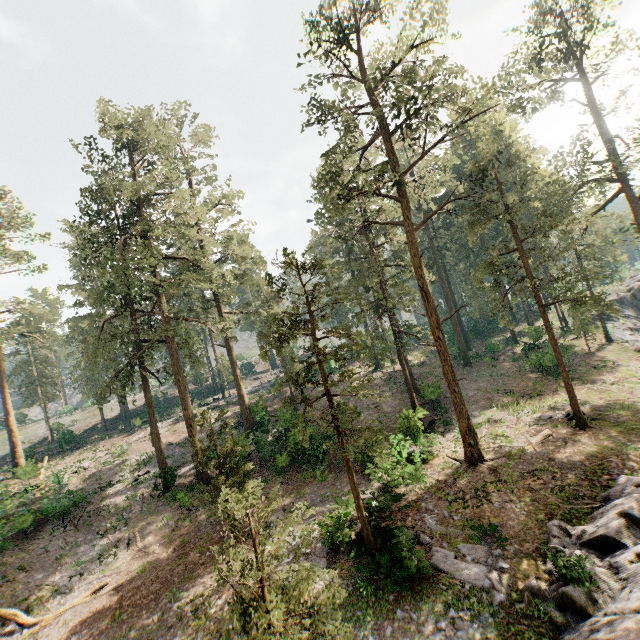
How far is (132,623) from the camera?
13.87m

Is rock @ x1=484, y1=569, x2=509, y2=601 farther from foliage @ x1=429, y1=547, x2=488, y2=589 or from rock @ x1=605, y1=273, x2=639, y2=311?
rock @ x1=605, y1=273, x2=639, y2=311

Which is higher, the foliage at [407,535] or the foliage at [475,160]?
the foliage at [475,160]

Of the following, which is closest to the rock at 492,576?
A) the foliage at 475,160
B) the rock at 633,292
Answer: the foliage at 475,160

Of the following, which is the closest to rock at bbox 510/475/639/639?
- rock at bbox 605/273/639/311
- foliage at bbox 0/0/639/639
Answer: foliage at bbox 0/0/639/639

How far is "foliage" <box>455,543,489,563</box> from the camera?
12.4 meters
